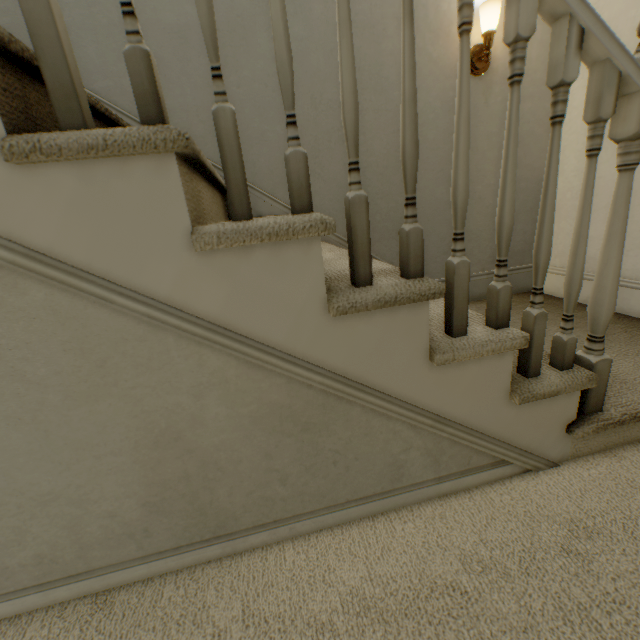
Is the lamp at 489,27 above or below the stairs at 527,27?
above

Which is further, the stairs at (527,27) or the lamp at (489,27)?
the lamp at (489,27)

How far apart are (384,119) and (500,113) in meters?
0.7

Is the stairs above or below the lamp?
below

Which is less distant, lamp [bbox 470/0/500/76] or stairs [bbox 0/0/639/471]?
stairs [bbox 0/0/639/471]
